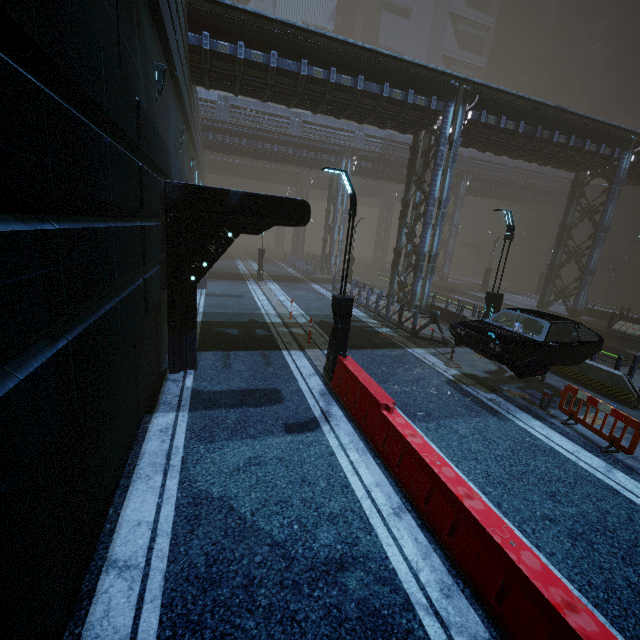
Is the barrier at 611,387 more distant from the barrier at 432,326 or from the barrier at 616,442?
the barrier at 616,442

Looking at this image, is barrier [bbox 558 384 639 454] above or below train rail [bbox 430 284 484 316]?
above

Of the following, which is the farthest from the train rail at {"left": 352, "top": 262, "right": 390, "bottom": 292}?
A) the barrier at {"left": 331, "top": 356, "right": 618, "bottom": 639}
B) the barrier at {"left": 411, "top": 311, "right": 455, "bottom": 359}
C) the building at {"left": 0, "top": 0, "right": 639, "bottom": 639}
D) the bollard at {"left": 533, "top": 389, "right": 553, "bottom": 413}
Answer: the barrier at {"left": 331, "top": 356, "right": 618, "bottom": 639}

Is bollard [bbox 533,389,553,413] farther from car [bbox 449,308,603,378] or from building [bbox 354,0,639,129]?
building [bbox 354,0,639,129]

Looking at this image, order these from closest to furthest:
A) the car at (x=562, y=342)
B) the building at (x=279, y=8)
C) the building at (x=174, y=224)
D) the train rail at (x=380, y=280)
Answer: the building at (x=174, y=224), the car at (x=562, y=342), the train rail at (x=380, y=280), the building at (x=279, y=8)

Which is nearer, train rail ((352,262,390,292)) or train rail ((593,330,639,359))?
train rail ((593,330,639,359))

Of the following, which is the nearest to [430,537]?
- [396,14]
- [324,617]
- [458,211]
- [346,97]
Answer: [324,617]

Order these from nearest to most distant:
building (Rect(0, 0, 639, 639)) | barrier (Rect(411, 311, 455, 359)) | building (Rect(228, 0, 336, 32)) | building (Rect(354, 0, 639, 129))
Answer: building (Rect(0, 0, 639, 639)) → barrier (Rect(411, 311, 455, 359)) → building (Rect(354, 0, 639, 129)) → building (Rect(228, 0, 336, 32))
